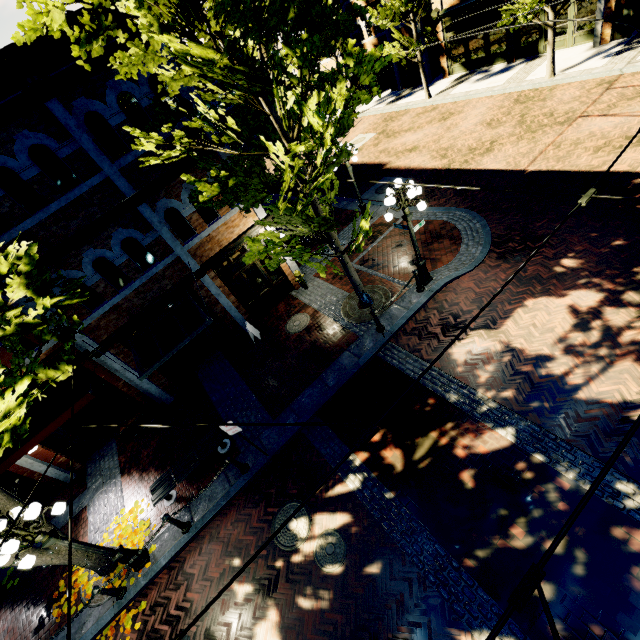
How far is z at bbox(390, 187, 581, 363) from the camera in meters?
9.4

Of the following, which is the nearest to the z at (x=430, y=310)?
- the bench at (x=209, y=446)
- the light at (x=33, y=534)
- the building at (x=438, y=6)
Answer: the building at (x=438, y=6)

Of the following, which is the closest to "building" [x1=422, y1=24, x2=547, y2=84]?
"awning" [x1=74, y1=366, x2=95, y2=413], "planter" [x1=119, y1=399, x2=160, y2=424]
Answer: "awning" [x1=74, y1=366, x2=95, y2=413]

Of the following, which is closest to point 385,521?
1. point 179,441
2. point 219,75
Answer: point 179,441

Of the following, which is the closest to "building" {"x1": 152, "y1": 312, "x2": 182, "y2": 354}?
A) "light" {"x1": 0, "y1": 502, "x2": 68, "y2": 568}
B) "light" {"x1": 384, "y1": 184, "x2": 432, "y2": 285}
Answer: "light" {"x1": 384, "y1": 184, "x2": 432, "y2": 285}

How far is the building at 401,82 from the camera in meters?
26.0

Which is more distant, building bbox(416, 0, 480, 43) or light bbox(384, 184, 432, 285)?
building bbox(416, 0, 480, 43)

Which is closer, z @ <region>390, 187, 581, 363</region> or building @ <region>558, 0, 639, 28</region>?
z @ <region>390, 187, 581, 363</region>
